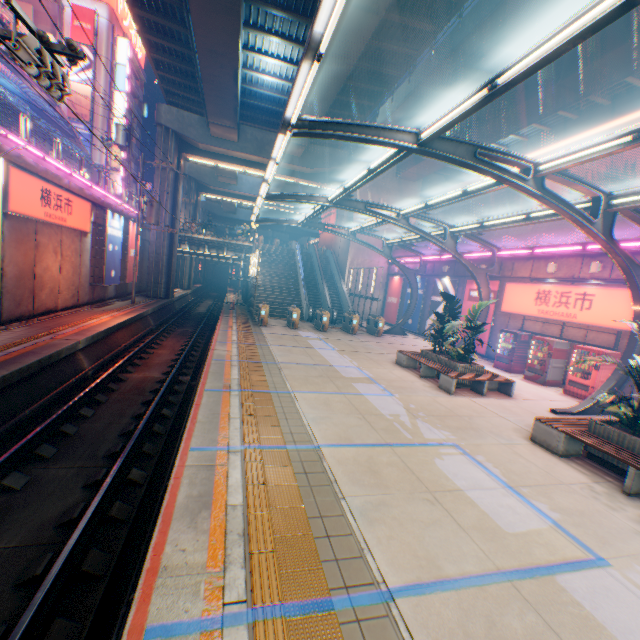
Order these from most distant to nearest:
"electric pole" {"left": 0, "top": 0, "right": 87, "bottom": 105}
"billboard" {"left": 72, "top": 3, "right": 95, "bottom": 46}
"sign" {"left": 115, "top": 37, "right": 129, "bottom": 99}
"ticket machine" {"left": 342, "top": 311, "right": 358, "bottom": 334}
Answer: "sign" {"left": 115, "top": 37, "right": 129, "bottom": 99}
"billboard" {"left": 72, "top": 3, "right": 95, "bottom": 46}
"ticket machine" {"left": 342, "top": 311, "right": 358, "bottom": 334}
"electric pole" {"left": 0, "top": 0, "right": 87, "bottom": 105}

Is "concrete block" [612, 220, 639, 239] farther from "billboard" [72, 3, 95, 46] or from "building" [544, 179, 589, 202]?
"billboard" [72, 3, 95, 46]

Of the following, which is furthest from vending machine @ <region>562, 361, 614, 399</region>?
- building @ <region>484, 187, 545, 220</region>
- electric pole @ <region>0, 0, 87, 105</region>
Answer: building @ <region>484, 187, 545, 220</region>

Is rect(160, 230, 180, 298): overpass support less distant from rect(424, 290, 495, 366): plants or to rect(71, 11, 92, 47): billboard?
rect(424, 290, 495, 366): plants

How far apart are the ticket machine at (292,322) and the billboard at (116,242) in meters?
10.9 m

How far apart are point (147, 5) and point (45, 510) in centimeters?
2189cm

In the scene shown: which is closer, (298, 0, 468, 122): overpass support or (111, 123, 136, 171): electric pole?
(298, 0, 468, 122): overpass support

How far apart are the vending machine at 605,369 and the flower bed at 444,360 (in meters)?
4.07
